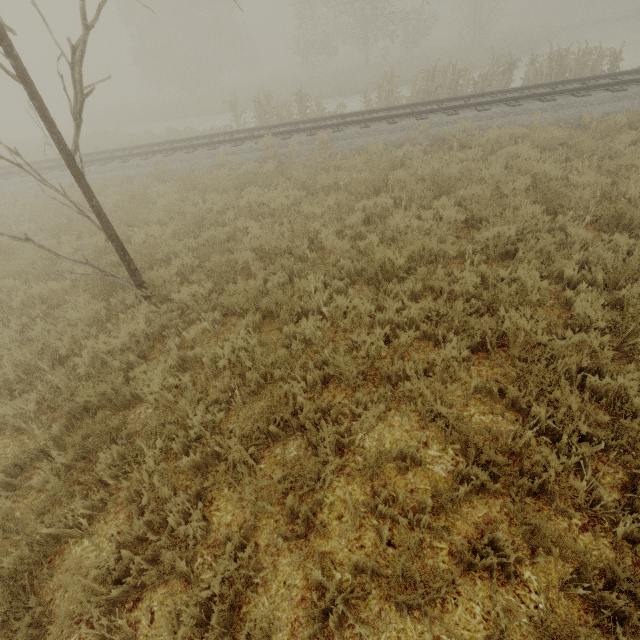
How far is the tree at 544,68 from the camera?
12.87m

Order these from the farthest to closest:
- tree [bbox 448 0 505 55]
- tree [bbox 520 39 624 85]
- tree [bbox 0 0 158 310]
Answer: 1. tree [bbox 448 0 505 55]
2. tree [bbox 520 39 624 85]
3. tree [bbox 0 0 158 310]

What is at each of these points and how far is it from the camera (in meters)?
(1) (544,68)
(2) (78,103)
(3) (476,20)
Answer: (1) tree, 13.35
(2) tree, 4.28
(3) tree, 28.64

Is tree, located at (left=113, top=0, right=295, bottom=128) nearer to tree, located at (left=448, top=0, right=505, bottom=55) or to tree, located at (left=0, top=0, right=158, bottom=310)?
tree, located at (left=448, top=0, right=505, bottom=55)

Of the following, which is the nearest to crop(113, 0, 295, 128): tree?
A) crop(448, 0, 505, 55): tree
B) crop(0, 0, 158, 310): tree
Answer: crop(448, 0, 505, 55): tree

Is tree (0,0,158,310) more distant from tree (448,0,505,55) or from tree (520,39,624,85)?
tree (448,0,505,55)

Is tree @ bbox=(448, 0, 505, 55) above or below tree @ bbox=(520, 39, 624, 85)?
above

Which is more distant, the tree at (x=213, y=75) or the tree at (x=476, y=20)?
the tree at (x=476, y=20)
